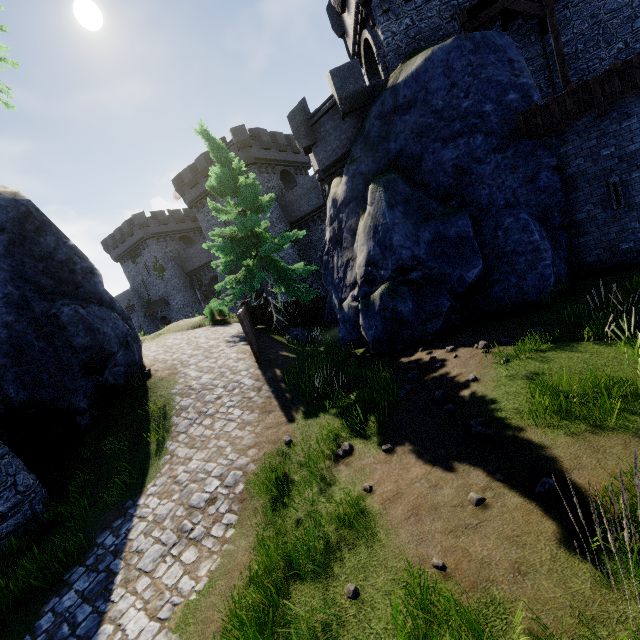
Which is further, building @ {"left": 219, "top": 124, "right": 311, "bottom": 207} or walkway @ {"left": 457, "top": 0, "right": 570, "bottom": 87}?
building @ {"left": 219, "top": 124, "right": 311, "bottom": 207}

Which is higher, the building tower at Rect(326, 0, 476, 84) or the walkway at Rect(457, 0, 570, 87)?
the building tower at Rect(326, 0, 476, 84)

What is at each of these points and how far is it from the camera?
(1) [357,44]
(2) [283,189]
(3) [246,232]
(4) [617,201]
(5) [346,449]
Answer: (1) building tower, 17.28m
(2) building, 32.62m
(3) tree, 15.96m
(4) window slit, 10.05m
(5) instancedfoliageactor, 6.48m

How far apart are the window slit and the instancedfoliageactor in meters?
11.1

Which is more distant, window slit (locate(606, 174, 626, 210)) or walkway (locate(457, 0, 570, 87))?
walkway (locate(457, 0, 570, 87))

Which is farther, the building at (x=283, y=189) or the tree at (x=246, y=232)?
the building at (x=283, y=189)

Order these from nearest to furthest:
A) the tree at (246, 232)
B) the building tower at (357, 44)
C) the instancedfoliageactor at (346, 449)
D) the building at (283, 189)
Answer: the instancedfoliageactor at (346, 449)
the building tower at (357, 44)
the tree at (246, 232)
the building at (283, 189)

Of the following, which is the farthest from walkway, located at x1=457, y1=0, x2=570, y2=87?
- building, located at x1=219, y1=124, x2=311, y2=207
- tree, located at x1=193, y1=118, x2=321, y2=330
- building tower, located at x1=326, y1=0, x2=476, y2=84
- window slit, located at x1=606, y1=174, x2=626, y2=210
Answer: building, located at x1=219, y1=124, x2=311, y2=207
